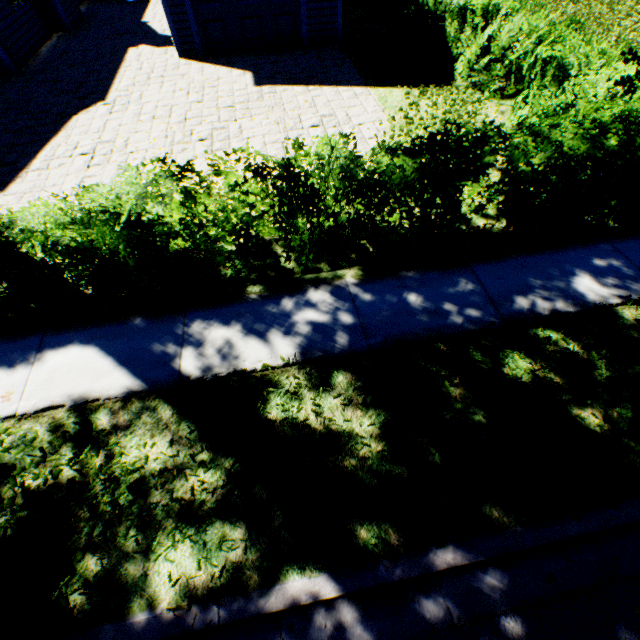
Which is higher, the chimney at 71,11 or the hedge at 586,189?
the hedge at 586,189

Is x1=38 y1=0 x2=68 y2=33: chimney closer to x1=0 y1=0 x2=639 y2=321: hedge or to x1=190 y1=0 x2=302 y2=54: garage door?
x1=190 y1=0 x2=302 y2=54: garage door

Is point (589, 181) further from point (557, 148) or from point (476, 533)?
point (476, 533)

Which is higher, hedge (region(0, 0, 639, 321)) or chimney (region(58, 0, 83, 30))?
hedge (region(0, 0, 639, 321))

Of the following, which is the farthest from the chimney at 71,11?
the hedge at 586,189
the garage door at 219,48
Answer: the hedge at 586,189

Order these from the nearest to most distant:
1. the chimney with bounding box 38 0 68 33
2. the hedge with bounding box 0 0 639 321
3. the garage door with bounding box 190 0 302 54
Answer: the hedge with bounding box 0 0 639 321 < the garage door with bounding box 190 0 302 54 < the chimney with bounding box 38 0 68 33
